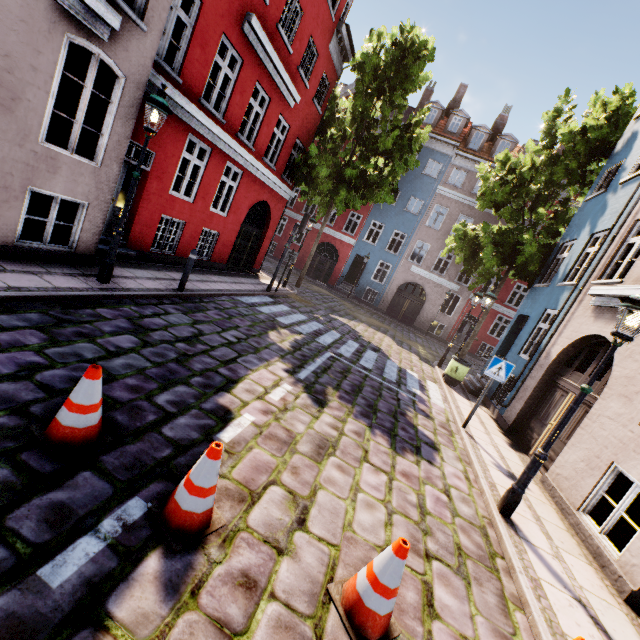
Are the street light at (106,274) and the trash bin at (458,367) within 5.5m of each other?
no

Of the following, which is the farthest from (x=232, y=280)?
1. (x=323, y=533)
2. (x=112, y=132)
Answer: (x=323, y=533)

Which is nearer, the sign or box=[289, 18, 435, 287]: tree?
the sign

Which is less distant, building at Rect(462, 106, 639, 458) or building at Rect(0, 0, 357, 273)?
building at Rect(0, 0, 357, 273)

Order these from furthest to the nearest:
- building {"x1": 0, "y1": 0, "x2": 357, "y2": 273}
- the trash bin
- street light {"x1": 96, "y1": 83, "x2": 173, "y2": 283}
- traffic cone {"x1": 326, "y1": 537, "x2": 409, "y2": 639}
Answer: the trash bin
street light {"x1": 96, "y1": 83, "x2": 173, "y2": 283}
building {"x1": 0, "y1": 0, "x2": 357, "y2": 273}
traffic cone {"x1": 326, "y1": 537, "x2": 409, "y2": 639}

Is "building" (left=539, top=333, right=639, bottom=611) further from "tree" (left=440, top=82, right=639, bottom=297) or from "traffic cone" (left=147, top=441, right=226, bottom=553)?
"traffic cone" (left=147, top=441, right=226, bottom=553)

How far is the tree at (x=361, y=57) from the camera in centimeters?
1416cm

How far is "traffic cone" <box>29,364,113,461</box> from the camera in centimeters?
280cm
